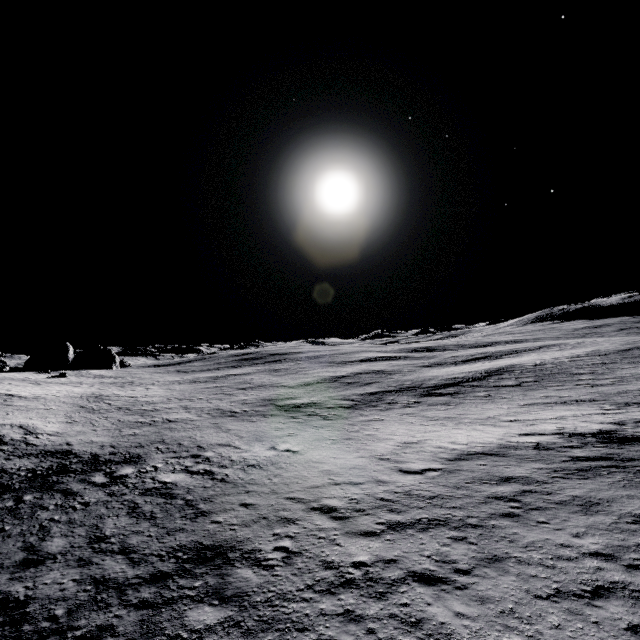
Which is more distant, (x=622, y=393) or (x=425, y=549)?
(x=622, y=393)
